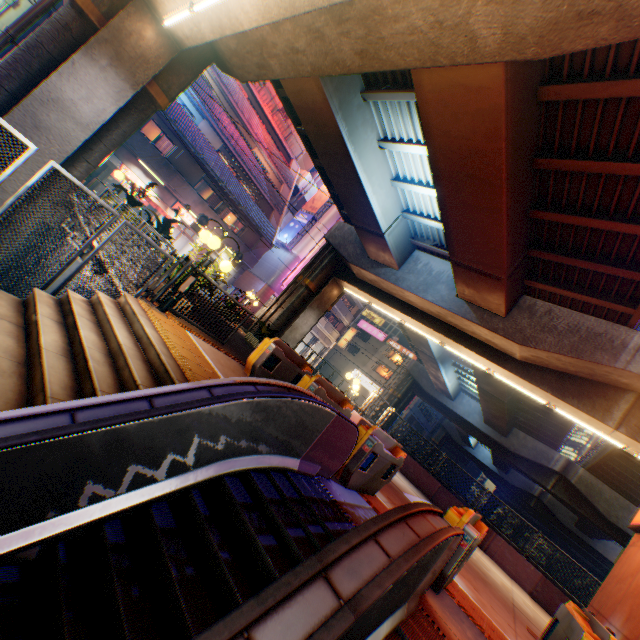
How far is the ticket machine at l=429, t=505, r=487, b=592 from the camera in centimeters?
452cm

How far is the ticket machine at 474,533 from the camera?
4.52m

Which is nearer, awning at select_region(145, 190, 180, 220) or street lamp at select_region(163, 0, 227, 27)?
street lamp at select_region(163, 0, 227, 27)

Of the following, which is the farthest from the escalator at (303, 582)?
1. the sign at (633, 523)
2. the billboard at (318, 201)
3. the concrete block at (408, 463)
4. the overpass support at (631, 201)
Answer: the billboard at (318, 201)

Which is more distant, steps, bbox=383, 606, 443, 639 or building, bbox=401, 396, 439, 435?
building, bbox=401, 396, 439, 435

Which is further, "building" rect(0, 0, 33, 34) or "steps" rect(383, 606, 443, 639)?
"building" rect(0, 0, 33, 34)

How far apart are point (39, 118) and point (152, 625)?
12.6m

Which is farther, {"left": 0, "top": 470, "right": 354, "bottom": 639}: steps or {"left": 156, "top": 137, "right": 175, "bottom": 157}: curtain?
{"left": 156, "top": 137, "right": 175, "bottom": 157}: curtain
